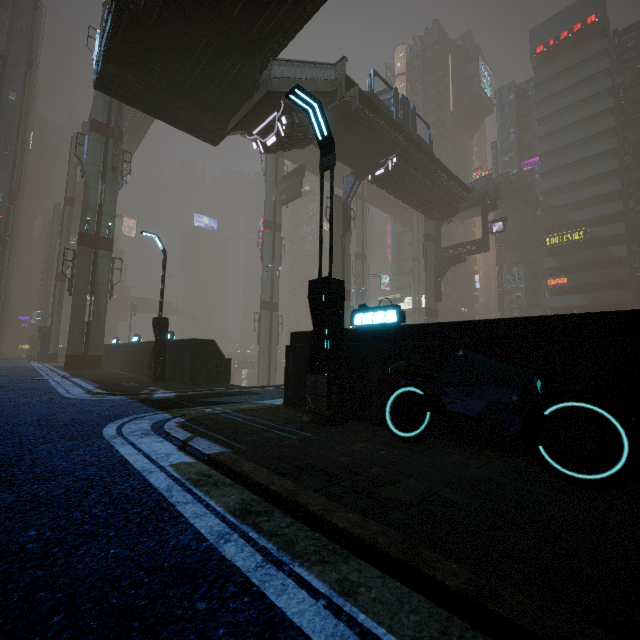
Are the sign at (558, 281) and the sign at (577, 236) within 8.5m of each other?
yes

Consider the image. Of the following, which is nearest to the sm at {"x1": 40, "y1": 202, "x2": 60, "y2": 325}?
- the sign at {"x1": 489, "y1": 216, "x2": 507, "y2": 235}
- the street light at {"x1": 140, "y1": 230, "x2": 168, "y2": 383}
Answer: the street light at {"x1": 140, "y1": 230, "x2": 168, "y2": 383}

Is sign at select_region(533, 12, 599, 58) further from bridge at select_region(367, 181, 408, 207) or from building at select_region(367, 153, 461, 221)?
bridge at select_region(367, 181, 408, 207)

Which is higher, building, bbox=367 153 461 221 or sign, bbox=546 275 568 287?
building, bbox=367 153 461 221

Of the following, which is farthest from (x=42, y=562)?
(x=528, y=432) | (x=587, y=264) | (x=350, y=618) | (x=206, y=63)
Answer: (x=587, y=264)

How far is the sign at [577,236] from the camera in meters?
44.8

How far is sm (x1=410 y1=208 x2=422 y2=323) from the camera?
55.75m

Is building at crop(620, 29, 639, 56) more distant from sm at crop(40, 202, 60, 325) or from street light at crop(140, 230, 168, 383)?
sm at crop(40, 202, 60, 325)
